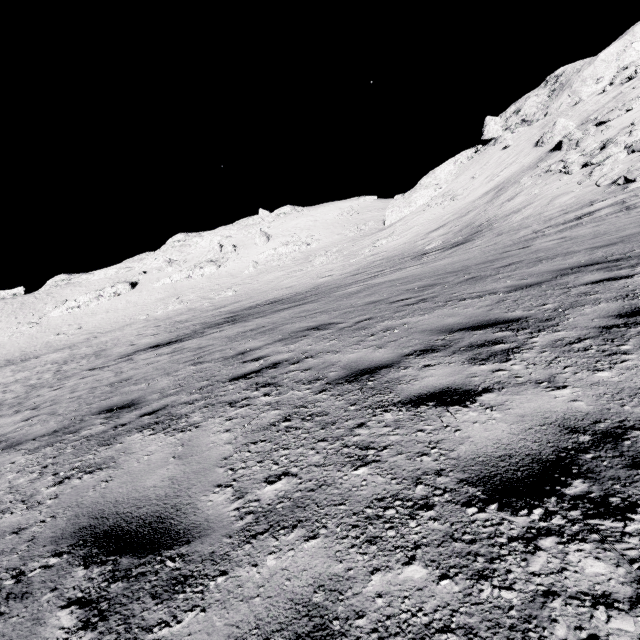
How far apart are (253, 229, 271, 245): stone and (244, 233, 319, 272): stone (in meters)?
3.50

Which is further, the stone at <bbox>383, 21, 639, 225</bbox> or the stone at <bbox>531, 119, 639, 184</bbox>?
the stone at <bbox>383, 21, 639, 225</bbox>

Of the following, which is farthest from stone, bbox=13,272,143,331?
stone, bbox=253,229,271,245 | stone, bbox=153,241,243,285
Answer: stone, bbox=253,229,271,245

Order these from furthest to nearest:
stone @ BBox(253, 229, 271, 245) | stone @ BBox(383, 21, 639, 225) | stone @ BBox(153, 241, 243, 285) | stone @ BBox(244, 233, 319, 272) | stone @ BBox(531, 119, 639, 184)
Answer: stone @ BBox(253, 229, 271, 245), stone @ BBox(153, 241, 243, 285), stone @ BBox(244, 233, 319, 272), stone @ BBox(383, 21, 639, 225), stone @ BBox(531, 119, 639, 184)

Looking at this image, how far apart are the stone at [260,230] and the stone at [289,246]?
3.5 meters

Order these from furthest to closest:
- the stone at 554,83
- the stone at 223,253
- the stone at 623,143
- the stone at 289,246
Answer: the stone at 223,253 < the stone at 289,246 < the stone at 554,83 < the stone at 623,143

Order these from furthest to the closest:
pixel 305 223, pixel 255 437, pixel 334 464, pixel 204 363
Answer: pixel 305 223
pixel 204 363
pixel 255 437
pixel 334 464

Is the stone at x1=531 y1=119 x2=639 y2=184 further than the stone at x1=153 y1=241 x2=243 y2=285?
No
